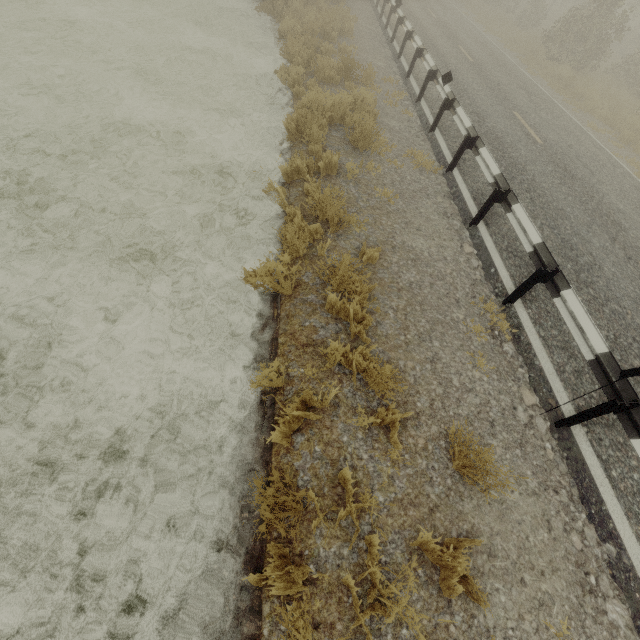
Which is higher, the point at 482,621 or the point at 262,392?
the point at 482,621

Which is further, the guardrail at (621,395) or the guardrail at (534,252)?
the guardrail at (534,252)

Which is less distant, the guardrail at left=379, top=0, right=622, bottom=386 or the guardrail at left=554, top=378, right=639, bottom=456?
the guardrail at left=554, top=378, right=639, bottom=456
